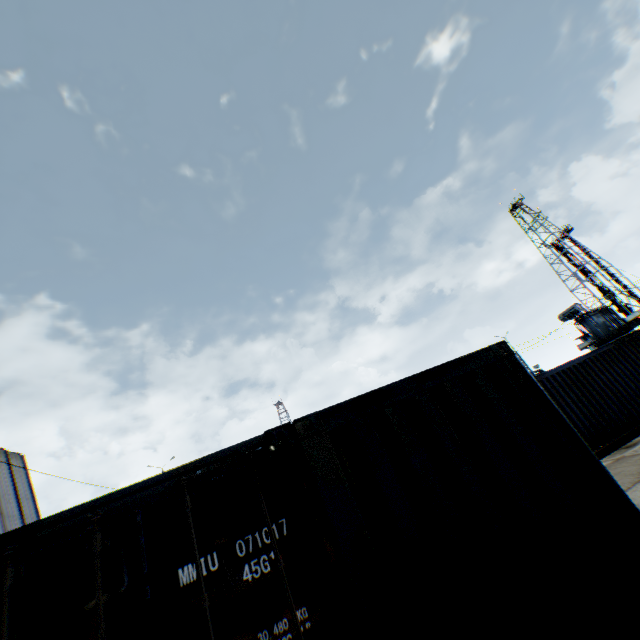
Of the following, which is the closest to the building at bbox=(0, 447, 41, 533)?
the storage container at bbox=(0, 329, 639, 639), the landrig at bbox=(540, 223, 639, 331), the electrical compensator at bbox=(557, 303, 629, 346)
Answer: the storage container at bbox=(0, 329, 639, 639)

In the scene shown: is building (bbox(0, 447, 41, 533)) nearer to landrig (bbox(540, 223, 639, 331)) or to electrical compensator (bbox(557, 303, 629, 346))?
electrical compensator (bbox(557, 303, 629, 346))

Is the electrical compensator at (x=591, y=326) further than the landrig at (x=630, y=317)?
No

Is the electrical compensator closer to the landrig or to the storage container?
the storage container

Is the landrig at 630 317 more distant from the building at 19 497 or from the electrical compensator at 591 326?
the building at 19 497

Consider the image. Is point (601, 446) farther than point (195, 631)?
Yes

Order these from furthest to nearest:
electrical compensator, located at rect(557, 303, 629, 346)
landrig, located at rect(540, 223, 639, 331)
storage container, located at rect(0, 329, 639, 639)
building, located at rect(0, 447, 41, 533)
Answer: landrig, located at rect(540, 223, 639, 331), electrical compensator, located at rect(557, 303, 629, 346), building, located at rect(0, 447, 41, 533), storage container, located at rect(0, 329, 639, 639)
